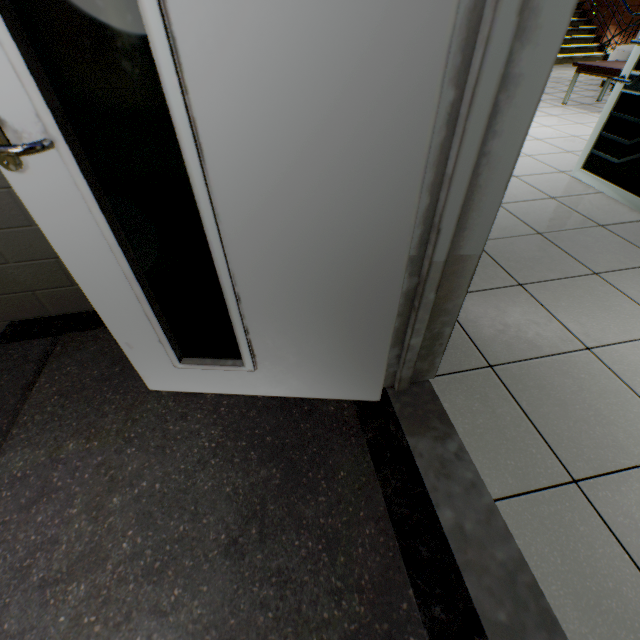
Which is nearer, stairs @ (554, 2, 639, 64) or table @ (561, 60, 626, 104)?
table @ (561, 60, 626, 104)

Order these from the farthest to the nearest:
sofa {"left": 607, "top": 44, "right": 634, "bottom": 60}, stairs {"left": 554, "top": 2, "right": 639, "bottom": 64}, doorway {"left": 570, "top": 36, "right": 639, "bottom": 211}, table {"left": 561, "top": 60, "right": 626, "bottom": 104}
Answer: stairs {"left": 554, "top": 2, "right": 639, "bottom": 64} → sofa {"left": 607, "top": 44, "right": 634, "bottom": 60} → table {"left": 561, "top": 60, "right": 626, "bottom": 104} → doorway {"left": 570, "top": 36, "right": 639, "bottom": 211}

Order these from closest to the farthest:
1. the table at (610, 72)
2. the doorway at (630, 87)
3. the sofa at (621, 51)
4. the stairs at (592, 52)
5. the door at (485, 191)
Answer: the door at (485, 191) → the doorway at (630, 87) → the table at (610, 72) → the sofa at (621, 51) → the stairs at (592, 52)

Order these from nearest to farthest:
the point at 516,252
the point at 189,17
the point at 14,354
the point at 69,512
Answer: the point at 189,17
the point at 69,512
the point at 14,354
the point at 516,252

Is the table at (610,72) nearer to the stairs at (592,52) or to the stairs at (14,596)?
the stairs at (592,52)

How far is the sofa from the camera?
5.50m

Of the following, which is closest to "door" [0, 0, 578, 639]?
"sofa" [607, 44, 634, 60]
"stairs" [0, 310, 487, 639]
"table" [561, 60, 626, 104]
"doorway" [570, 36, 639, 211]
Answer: "stairs" [0, 310, 487, 639]

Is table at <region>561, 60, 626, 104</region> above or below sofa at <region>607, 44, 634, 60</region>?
below
